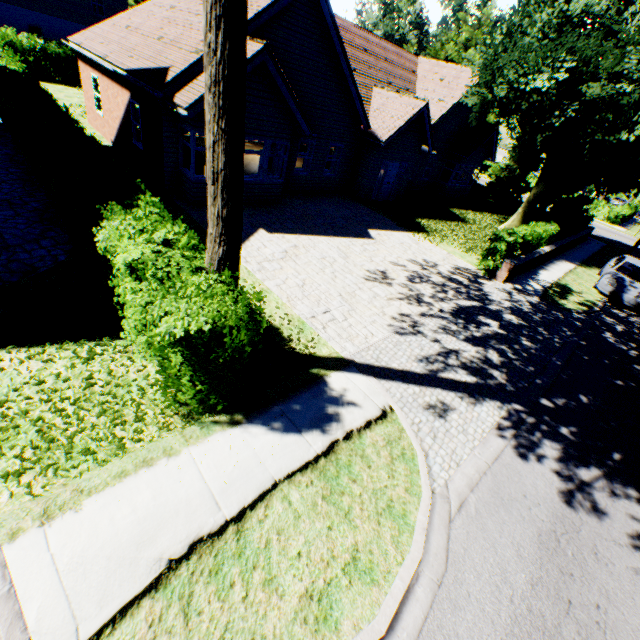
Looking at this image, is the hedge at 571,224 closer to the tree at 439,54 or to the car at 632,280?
the tree at 439,54

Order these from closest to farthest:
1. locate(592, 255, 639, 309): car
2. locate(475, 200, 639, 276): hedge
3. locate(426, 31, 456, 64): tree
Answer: locate(475, 200, 639, 276): hedge < locate(592, 255, 639, 309): car < locate(426, 31, 456, 64): tree

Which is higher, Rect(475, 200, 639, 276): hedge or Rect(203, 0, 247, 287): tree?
Rect(203, 0, 247, 287): tree

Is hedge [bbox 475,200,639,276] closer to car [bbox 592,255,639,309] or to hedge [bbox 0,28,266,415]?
car [bbox 592,255,639,309]

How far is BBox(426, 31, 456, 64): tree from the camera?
27.67m

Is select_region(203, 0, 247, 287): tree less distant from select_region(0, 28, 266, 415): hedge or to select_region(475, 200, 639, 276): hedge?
select_region(0, 28, 266, 415): hedge

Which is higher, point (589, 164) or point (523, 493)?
point (589, 164)

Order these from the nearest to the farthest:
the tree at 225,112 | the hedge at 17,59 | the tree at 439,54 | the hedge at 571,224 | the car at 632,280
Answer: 1. the tree at 225,112
2. the hedge at 17,59
3. the hedge at 571,224
4. the car at 632,280
5. the tree at 439,54
